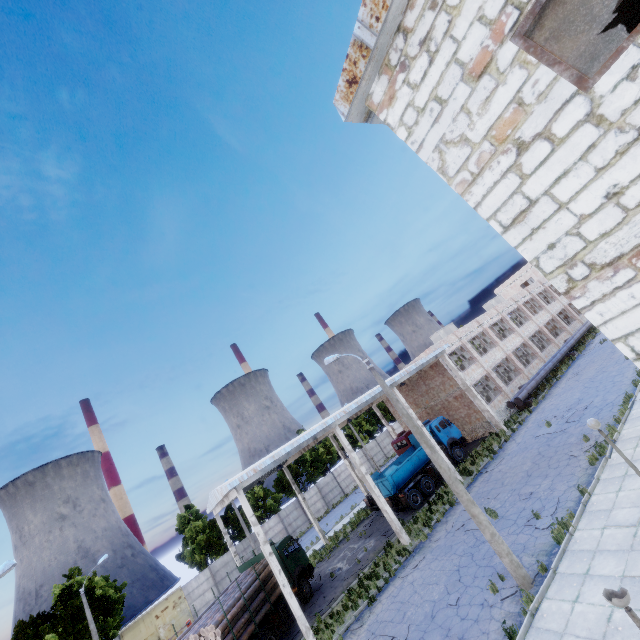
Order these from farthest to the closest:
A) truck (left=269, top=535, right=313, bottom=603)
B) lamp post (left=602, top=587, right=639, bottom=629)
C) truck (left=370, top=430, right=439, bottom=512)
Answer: truck (left=370, top=430, right=439, bottom=512) → truck (left=269, top=535, right=313, bottom=603) → lamp post (left=602, top=587, right=639, bottom=629)

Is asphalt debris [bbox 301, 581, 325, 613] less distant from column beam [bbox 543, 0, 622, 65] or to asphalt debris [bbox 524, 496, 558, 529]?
asphalt debris [bbox 524, 496, 558, 529]

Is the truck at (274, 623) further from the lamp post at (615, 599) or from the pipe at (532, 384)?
the pipe at (532, 384)

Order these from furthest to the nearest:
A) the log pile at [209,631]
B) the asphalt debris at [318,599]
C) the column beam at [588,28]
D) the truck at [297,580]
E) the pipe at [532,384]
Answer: the pipe at [532,384]
the truck at [297,580]
the asphalt debris at [318,599]
the log pile at [209,631]
the column beam at [588,28]

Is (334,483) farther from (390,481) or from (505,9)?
(505,9)

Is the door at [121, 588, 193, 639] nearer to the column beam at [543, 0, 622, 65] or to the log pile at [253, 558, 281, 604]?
the log pile at [253, 558, 281, 604]

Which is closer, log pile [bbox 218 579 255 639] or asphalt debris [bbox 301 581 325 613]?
log pile [bbox 218 579 255 639]

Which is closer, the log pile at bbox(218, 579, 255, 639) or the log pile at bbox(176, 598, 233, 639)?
the log pile at bbox(176, 598, 233, 639)
